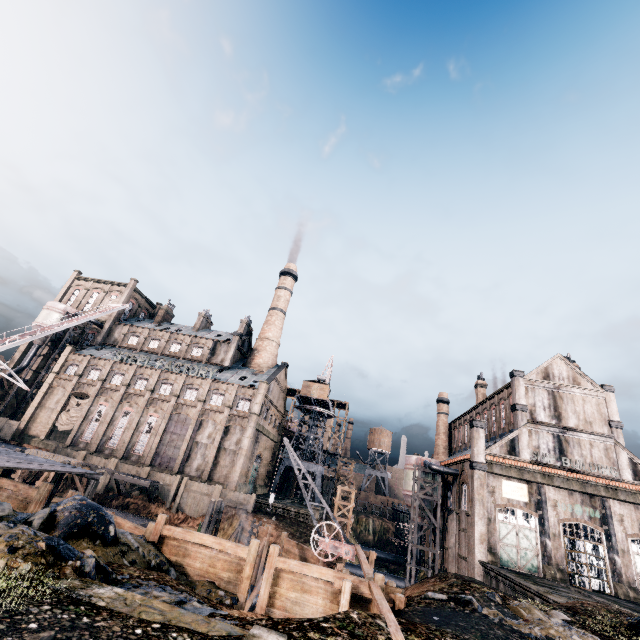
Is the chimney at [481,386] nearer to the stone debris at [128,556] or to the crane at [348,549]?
the crane at [348,549]

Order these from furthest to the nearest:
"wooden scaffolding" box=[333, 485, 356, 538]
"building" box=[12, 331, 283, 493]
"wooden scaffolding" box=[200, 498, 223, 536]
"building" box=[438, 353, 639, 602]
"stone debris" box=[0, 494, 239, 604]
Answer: →
1. "building" box=[12, 331, 283, 493]
2. "wooden scaffolding" box=[333, 485, 356, 538]
3. "building" box=[438, 353, 639, 602]
4. "wooden scaffolding" box=[200, 498, 223, 536]
5. "stone debris" box=[0, 494, 239, 604]

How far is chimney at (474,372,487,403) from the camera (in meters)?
52.91

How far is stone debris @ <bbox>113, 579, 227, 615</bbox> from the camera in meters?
8.3 m

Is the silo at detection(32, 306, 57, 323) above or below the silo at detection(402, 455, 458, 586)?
above

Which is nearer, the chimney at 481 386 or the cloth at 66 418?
the cloth at 66 418

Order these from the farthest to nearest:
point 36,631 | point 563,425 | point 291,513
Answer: point 291,513, point 563,425, point 36,631

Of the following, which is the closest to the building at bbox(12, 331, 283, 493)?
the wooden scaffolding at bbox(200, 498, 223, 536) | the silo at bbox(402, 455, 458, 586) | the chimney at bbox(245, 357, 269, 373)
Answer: the silo at bbox(402, 455, 458, 586)
